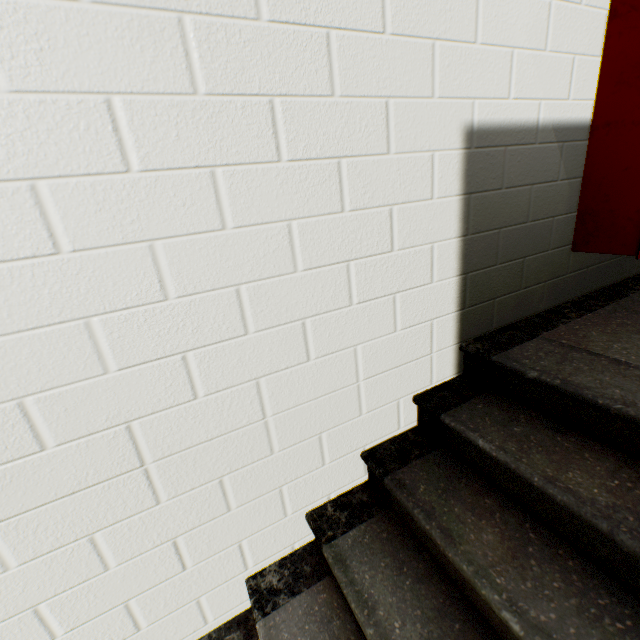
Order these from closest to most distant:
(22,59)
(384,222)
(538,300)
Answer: (22,59) < (384,222) < (538,300)

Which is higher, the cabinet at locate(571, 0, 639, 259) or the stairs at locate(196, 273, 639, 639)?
the cabinet at locate(571, 0, 639, 259)

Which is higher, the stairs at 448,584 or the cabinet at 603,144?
the cabinet at 603,144
